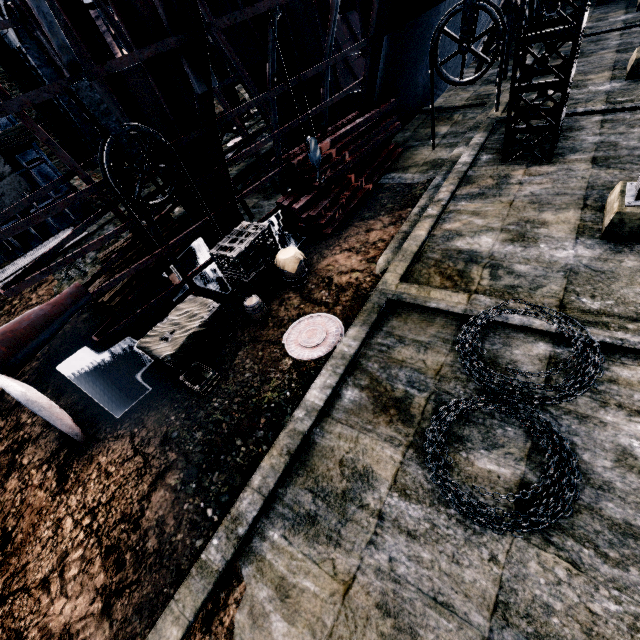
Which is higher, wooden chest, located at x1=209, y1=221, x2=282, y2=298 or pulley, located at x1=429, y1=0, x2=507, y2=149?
pulley, located at x1=429, y1=0, x2=507, y2=149

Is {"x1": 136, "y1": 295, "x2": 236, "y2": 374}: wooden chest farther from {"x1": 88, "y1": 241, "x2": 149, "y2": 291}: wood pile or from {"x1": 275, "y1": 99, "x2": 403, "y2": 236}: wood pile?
{"x1": 275, "y1": 99, "x2": 403, "y2": 236}: wood pile

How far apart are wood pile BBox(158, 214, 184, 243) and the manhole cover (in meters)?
7.29

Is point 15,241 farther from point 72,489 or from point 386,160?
point 386,160

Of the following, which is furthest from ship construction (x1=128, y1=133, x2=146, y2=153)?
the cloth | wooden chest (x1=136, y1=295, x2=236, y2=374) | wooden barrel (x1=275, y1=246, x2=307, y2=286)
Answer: the cloth

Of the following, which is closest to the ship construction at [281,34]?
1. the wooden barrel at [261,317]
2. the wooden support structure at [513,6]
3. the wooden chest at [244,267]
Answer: the wooden chest at [244,267]

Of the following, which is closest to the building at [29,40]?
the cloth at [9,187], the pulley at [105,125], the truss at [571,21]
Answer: the cloth at [9,187]

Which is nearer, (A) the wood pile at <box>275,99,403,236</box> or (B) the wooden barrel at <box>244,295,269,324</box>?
(B) the wooden barrel at <box>244,295,269,324</box>
